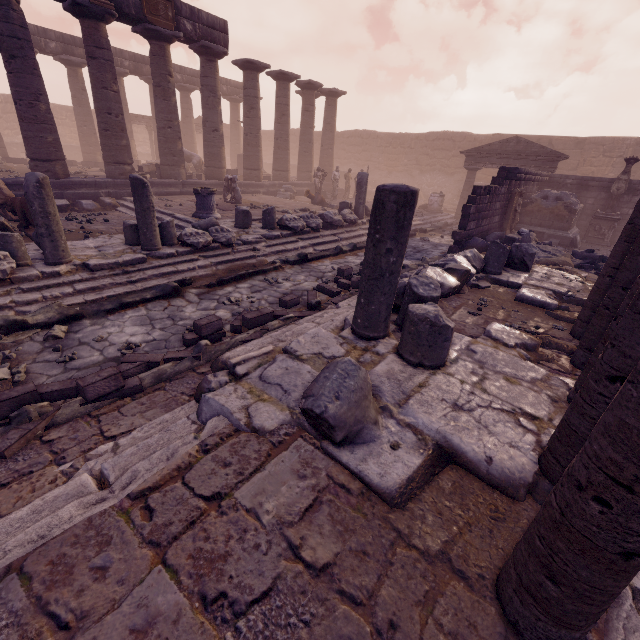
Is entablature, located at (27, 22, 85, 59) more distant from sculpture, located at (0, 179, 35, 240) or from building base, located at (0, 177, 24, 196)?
sculpture, located at (0, 179, 35, 240)

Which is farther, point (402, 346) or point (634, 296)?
point (402, 346)

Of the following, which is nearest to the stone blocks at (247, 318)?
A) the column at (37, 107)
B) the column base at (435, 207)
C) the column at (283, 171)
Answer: the column at (37, 107)

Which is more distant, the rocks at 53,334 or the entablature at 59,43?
the entablature at 59,43

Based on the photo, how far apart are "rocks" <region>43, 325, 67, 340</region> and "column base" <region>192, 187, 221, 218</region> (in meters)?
6.54

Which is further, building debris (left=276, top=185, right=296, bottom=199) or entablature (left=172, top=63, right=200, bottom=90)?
entablature (left=172, top=63, right=200, bottom=90)

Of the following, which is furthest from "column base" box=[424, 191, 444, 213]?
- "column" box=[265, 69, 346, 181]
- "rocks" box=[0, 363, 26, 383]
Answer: "rocks" box=[0, 363, 26, 383]

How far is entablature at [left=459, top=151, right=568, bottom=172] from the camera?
15.0m
